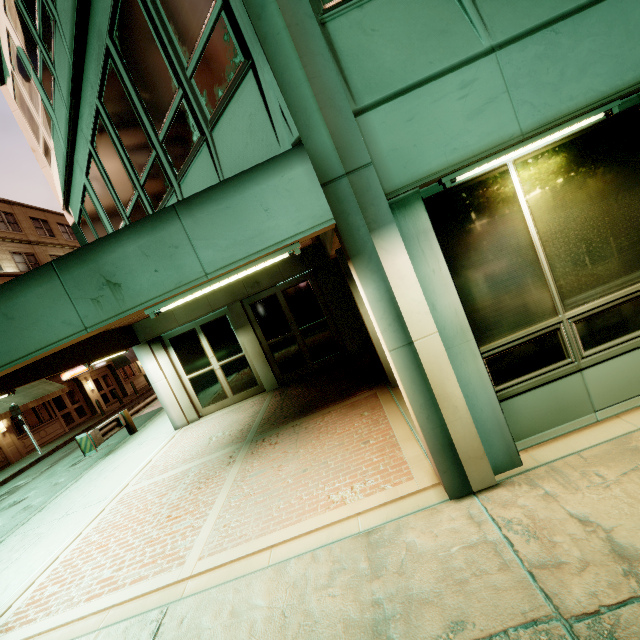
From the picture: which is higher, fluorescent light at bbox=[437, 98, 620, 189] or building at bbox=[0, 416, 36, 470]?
fluorescent light at bbox=[437, 98, 620, 189]

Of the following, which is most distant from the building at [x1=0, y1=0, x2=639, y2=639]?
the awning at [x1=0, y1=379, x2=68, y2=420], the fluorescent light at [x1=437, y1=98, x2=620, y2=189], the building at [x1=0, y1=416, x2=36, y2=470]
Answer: the building at [x1=0, y1=416, x2=36, y2=470]

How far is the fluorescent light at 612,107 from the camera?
2.9 meters

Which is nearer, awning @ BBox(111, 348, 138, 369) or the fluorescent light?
the fluorescent light

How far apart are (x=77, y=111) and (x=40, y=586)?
8.4m

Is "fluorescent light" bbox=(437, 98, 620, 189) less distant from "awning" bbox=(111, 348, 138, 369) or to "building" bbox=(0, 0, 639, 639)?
"building" bbox=(0, 0, 639, 639)

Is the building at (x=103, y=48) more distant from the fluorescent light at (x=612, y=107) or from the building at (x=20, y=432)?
the building at (x=20, y=432)
